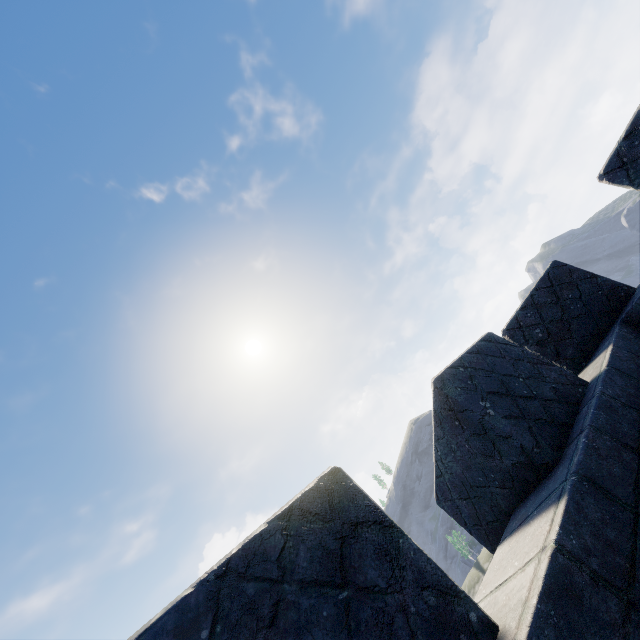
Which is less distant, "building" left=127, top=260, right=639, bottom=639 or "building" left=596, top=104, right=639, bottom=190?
"building" left=127, top=260, right=639, bottom=639

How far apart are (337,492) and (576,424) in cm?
197

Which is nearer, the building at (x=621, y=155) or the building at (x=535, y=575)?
the building at (x=535, y=575)
